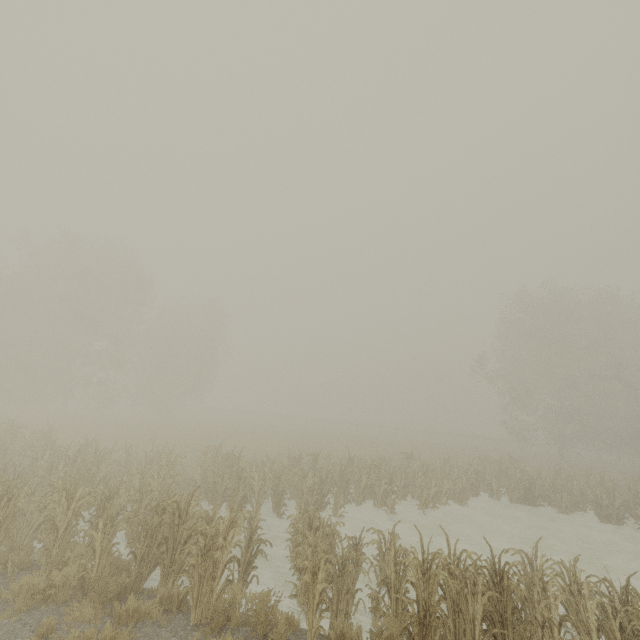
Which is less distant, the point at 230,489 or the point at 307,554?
the point at 307,554
